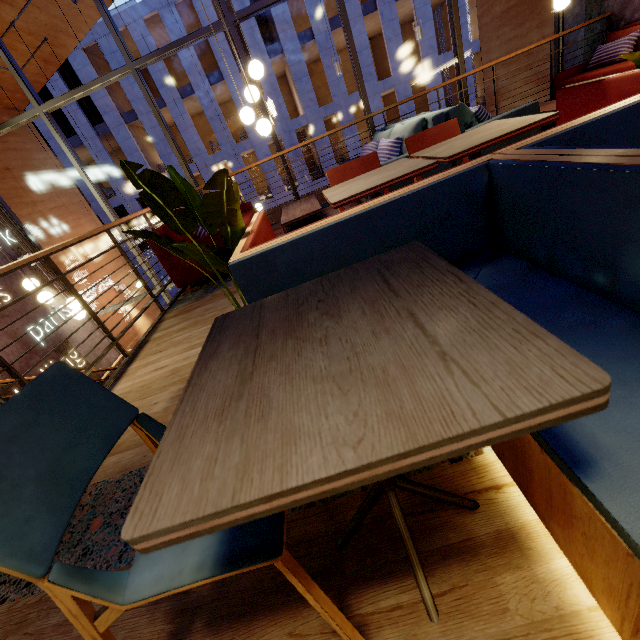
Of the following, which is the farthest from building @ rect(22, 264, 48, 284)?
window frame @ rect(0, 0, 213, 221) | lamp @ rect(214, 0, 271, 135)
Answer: lamp @ rect(214, 0, 271, 135)

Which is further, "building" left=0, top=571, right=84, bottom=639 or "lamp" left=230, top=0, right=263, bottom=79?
"lamp" left=230, top=0, right=263, bottom=79

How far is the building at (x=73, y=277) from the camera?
8.1 meters

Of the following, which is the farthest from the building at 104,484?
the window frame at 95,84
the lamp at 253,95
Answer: the lamp at 253,95

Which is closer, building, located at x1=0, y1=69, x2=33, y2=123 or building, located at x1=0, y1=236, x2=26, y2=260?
building, located at x1=0, y1=236, x2=26, y2=260

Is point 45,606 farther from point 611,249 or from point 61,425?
point 611,249

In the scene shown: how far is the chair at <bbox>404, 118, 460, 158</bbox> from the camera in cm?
263

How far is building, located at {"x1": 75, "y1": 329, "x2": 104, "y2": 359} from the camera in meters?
7.5 m
